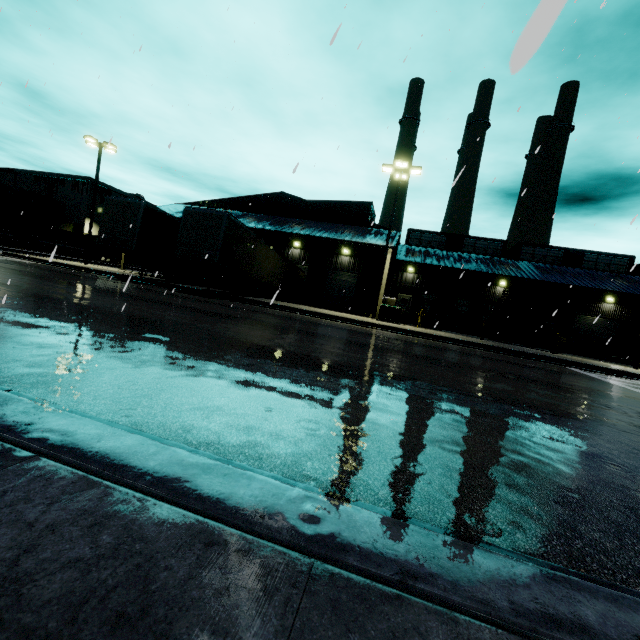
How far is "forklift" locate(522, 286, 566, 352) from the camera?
22.3 meters

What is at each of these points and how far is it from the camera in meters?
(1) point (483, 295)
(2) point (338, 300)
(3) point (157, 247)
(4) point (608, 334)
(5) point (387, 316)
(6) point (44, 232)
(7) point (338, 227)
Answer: (1) building, 33.4
(2) roll-up door, 31.2
(3) semi trailer, 19.1
(4) roll-up door, 31.2
(5) electrical box, 20.1
(6) cargo container, 49.7
(7) building, 29.0

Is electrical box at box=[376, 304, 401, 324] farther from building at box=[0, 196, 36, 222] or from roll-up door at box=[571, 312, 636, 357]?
roll-up door at box=[571, 312, 636, 357]

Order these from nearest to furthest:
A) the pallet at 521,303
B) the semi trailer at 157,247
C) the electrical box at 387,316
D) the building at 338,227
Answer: the semi trailer at 157,247 < the electrical box at 387,316 < the pallet at 521,303 < the building at 338,227

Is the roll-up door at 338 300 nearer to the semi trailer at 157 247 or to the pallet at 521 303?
the semi trailer at 157 247

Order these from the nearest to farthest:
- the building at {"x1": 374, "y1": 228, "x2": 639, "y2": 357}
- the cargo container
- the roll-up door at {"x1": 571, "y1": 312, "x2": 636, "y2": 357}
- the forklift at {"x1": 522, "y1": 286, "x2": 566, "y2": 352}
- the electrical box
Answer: the electrical box < the forklift at {"x1": 522, "y1": 286, "x2": 566, "y2": 352} < the building at {"x1": 374, "y1": 228, "x2": 639, "y2": 357} < the roll-up door at {"x1": 571, "y1": 312, "x2": 636, "y2": 357} < the cargo container

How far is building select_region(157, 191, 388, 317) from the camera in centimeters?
2686cm

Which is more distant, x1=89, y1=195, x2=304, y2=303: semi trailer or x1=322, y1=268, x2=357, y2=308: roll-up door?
x1=322, y1=268, x2=357, y2=308: roll-up door
